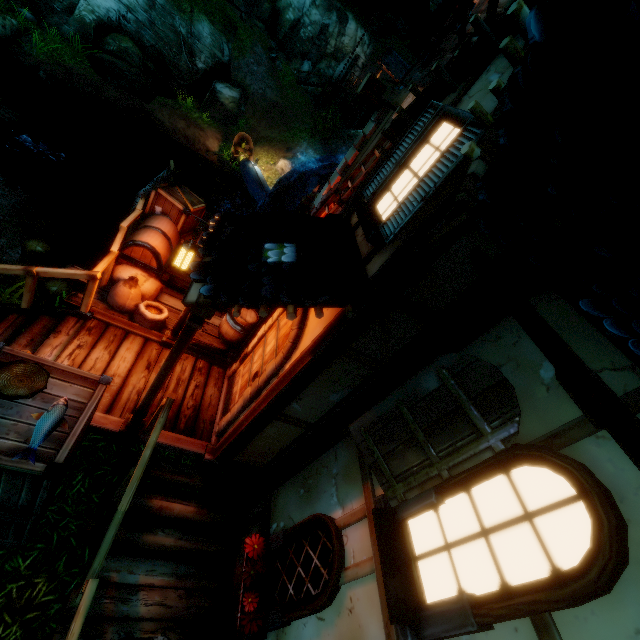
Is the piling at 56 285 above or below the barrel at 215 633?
below

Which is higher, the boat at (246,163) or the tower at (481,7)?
the tower at (481,7)

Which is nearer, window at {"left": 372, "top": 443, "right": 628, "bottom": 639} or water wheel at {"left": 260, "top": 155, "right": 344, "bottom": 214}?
window at {"left": 372, "top": 443, "right": 628, "bottom": 639}

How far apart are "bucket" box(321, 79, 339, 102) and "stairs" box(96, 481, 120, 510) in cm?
1023

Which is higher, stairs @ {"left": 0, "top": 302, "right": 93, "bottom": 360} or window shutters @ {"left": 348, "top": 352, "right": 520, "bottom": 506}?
window shutters @ {"left": 348, "top": 352, "right": 520, "bottom": 506}

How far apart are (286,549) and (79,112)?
20.3m

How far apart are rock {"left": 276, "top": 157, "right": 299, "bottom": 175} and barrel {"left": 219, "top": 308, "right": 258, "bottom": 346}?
17.4m

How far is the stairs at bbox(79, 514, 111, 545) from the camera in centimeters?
387cm
